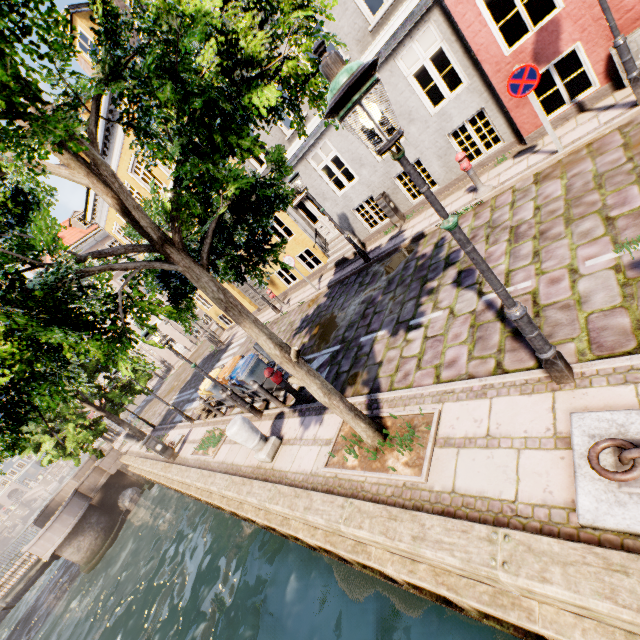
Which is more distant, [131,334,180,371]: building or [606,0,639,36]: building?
[131,334,180,371]: building

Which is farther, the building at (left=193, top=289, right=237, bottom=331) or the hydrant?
the building at (left=193, top=289, right=237, bottom=331)

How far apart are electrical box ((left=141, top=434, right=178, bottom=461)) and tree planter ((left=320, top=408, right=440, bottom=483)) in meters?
8.5 m

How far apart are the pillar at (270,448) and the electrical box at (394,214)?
8.1m

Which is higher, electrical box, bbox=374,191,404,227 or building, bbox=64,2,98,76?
building, bbox=64,2,98,76

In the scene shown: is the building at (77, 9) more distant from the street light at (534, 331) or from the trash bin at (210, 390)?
the street light at (534, 331)

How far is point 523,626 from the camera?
3.0m
